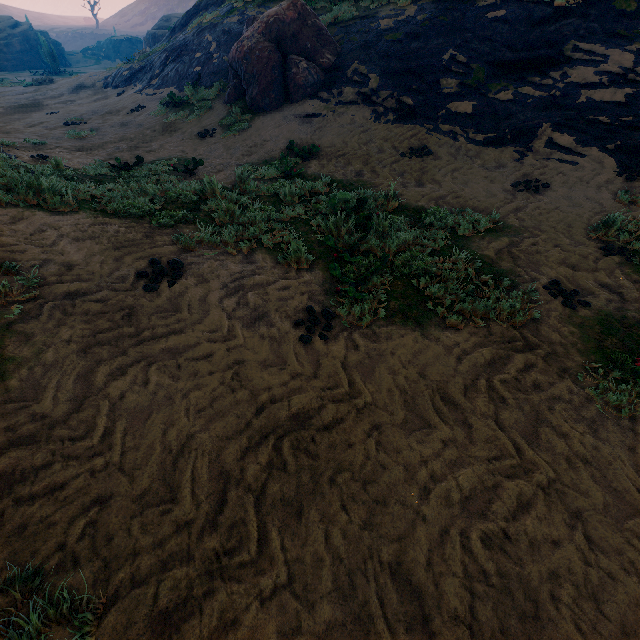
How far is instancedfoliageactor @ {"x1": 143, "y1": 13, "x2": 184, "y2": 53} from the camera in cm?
3064

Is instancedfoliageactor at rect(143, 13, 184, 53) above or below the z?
above

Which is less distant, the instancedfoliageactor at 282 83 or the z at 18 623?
the z at 18 623

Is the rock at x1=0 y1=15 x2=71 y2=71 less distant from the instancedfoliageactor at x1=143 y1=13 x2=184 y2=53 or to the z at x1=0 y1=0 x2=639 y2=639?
the instancedfoliageactor at x1=143 y1=13 x2=184 y2=53

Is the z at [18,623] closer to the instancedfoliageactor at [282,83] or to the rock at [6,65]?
the instancedfoliageactor at [282,83]

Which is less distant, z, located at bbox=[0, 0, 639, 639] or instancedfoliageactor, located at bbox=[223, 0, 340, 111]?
z, located at bbox=[0, 0, 639, 639]

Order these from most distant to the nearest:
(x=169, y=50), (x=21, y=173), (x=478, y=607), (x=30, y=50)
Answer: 1. (x=30, y=50)
2. (x=169, y=50)
3. (x=21, y=173)
4. (x=478, y=607)

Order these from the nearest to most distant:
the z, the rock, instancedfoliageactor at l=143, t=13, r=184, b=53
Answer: the z < instancedfoliageactor at l=143, t=13, r=184, b=53 < the rock
